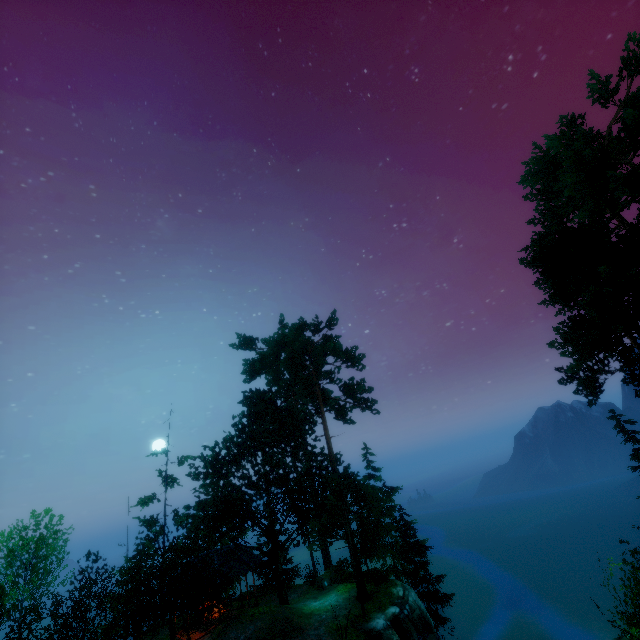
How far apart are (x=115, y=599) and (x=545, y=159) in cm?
3978

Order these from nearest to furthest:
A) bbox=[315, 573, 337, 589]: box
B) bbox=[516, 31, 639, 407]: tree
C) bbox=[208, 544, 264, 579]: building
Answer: bbox=[516, 31, 639, 407]: tree
bbox=[208, 544, 264, 579]: building
bbox=[315, 573, 337, 589]: box

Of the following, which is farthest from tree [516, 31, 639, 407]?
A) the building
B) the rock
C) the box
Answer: → the box

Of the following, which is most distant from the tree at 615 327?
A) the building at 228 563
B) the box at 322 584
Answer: the box at 322 584

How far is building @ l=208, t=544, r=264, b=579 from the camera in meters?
23.1

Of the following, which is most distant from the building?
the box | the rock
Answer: the rock

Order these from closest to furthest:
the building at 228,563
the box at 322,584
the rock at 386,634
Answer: the rock at 386,634 → the building at 228,563 → the box at 322,584
